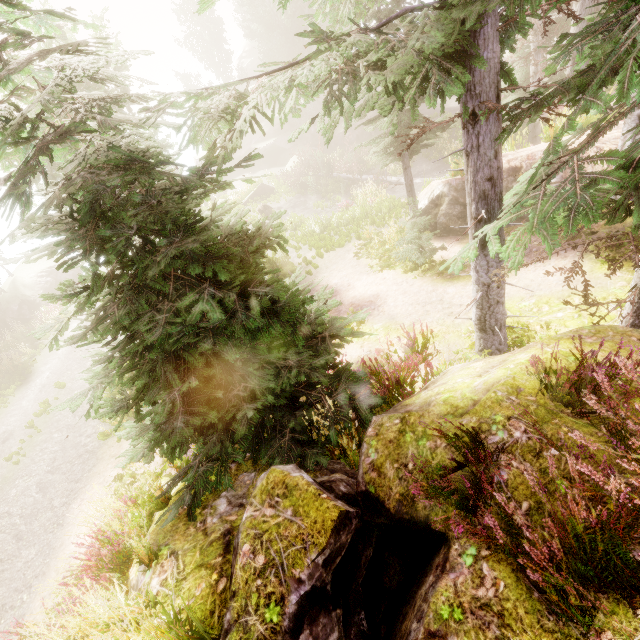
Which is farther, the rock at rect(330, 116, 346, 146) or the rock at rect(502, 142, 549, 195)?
the rock at rect(330, 116, 346, 146)

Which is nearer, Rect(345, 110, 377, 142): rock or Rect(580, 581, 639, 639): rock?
Rect(580, 581, 639, 639): rock

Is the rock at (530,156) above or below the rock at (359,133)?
above

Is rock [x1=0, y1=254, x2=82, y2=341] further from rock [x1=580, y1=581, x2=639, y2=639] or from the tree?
the tree

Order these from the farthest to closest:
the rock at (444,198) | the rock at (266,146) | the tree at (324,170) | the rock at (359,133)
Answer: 1. the rock at (266,146)
2. the rock at (359,133)
3. the tree at (324,170)
4. the rock at (444,198)

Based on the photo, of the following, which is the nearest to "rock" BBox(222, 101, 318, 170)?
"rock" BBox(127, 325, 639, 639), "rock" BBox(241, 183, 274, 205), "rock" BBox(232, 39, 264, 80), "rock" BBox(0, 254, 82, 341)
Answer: "rock" BBox(241, 183, 274, 205)

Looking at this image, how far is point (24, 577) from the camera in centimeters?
867cm

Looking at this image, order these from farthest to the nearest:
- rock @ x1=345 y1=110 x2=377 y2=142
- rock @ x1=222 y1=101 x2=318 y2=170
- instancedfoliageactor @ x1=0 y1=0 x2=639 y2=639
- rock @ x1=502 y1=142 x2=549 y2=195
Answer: rock @ x1=222 y1=101 x2=318 y2=170
rock @ x1=345 y1=110 x2=377 y2=142
rock @ x1=502 y1=142 x2=549 y2=195
instancedfoliageactor @ x1=0 y1=0 x2=639 y2=639
